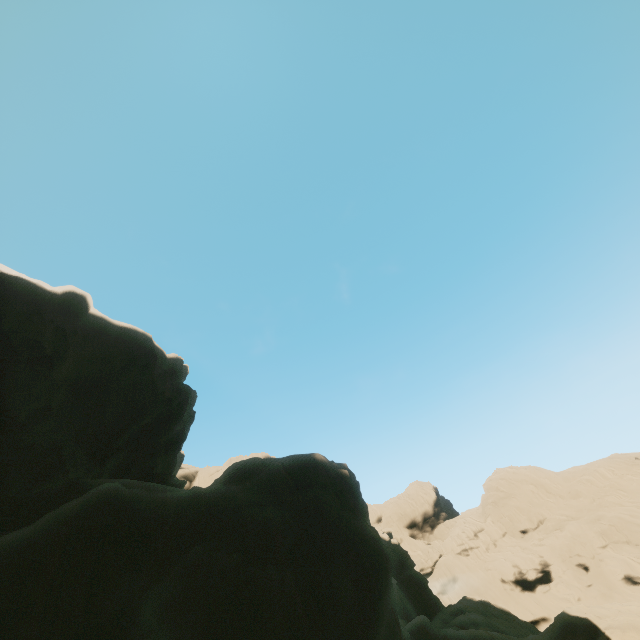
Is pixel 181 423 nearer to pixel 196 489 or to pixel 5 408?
pixel 5 408
